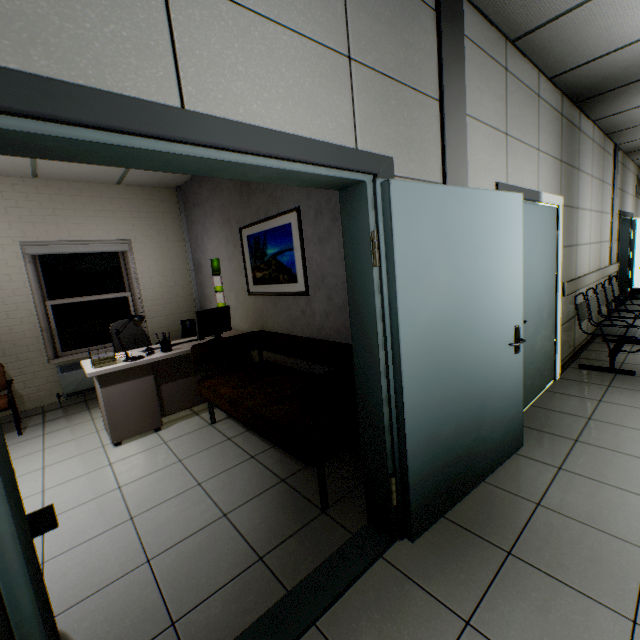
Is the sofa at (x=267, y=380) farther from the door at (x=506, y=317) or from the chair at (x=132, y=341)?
the chair at (x=132, y=341)

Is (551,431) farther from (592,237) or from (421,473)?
(592,237)

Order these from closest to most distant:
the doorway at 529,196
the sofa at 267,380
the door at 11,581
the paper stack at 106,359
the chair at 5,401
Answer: the door at 11,581
the sofa at 267,380
the doorway at 529,196
the paper stack at 106,359
the chair at 5,401

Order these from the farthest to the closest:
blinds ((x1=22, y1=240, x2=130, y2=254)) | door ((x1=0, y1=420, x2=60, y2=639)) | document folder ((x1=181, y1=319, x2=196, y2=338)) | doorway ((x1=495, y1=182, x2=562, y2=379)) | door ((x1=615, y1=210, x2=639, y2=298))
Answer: door ((x1=615, y1=210, x2=639, y2=298)) → document folder ((x1=181, y1=319, x2=196, y2=338)) → blinds ((x1=22, y1=240, x2=130, y2=254)) → doorway ((x1=495, y1=182, x2=562, y2=379)) → door ((x1=0, y1=420, x2=60, y2=639))

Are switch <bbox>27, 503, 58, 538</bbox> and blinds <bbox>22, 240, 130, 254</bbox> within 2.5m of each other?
no

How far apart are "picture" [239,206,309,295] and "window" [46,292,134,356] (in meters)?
2.49

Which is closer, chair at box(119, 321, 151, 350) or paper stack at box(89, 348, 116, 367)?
paper stack at box(89, 348, 116, 367)

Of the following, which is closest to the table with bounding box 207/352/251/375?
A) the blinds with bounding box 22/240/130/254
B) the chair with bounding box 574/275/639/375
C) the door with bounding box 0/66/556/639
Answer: the blinds with bounding box 22/240/130/254
